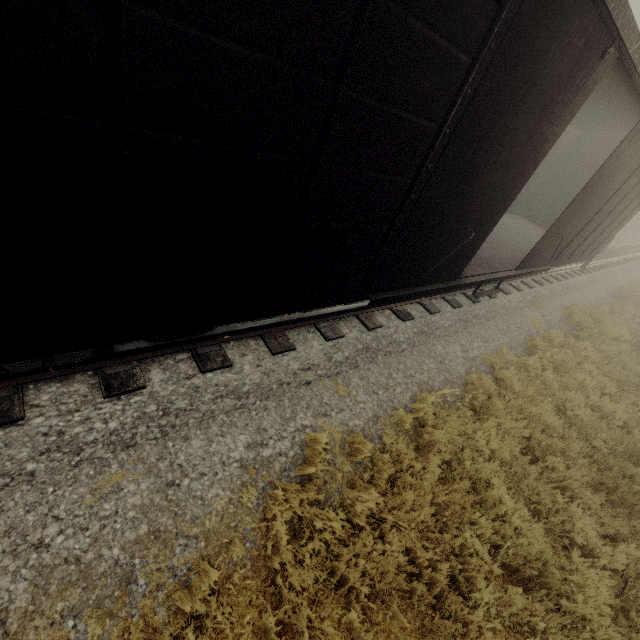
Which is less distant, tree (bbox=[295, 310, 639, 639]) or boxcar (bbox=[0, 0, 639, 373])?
boxcar (bbox=[0, 0, 639, 373])

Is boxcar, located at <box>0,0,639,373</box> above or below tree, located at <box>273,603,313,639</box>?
above

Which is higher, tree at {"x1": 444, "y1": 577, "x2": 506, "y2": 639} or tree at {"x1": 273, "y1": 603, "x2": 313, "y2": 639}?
tree at {"x1": 273, "y1": 603, "x2": 313, "y2": 639}

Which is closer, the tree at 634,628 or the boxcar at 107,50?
the boxcar at 107,50

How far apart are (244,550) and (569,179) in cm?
1620

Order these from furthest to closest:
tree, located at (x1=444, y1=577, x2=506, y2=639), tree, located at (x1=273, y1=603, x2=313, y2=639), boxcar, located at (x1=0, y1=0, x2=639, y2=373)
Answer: tree, located at (x1=444, y1=577, x2=506, y2=639) < tree, located at (x1=273, y1=603, x2=313, y2=639) < boxcar, located at (x1=0, y1=0, x2=639, y2=373)
